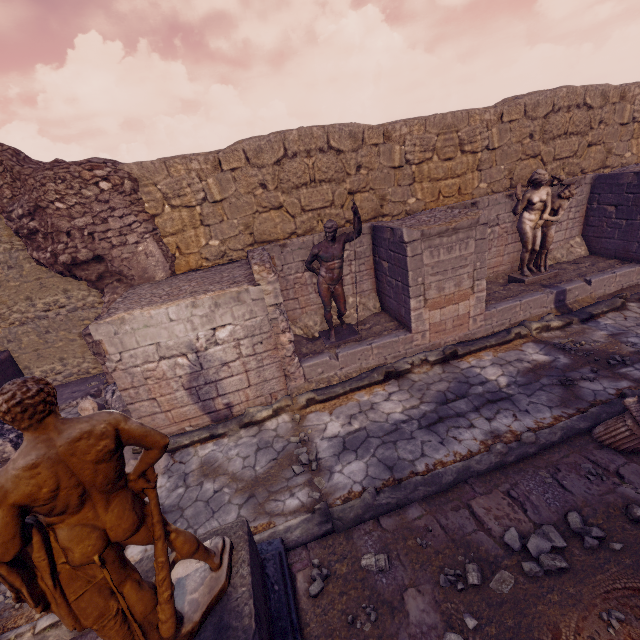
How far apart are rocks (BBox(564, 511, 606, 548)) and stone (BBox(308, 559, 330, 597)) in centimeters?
273cm

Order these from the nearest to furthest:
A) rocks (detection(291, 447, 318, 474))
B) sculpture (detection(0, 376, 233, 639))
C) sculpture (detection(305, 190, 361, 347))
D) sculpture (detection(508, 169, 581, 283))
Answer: sculpture (detection(0, 376, 233, 639)), rocks (detection(291, 447, 318, 474)), sculpture (detection(305, 190, 361, 347)), sculpture (detection(508, 169, 581, 283))

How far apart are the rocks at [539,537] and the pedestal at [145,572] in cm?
233

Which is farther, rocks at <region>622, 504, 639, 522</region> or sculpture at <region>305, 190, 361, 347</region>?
sculpture at <region>305, 190, 361, 347</region>

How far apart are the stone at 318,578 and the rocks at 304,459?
1.4 meters

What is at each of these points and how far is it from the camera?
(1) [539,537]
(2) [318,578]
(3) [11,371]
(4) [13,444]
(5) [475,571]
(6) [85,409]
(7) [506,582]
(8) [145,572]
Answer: (1) rocks, 3.5 meters
(2) stone, 3.5 meters
(3) wall arch, 8.4 meters
(4) wall arch, 6.6 meters
(5) rocks, 3.3 meters
(6) debris pile, 6.5 meters
(7) rocks, 3.2 meters
(8) pedestal, 2.9 meters

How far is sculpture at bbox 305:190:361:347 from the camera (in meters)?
6.32

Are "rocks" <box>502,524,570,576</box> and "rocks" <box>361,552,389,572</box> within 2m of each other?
yes
